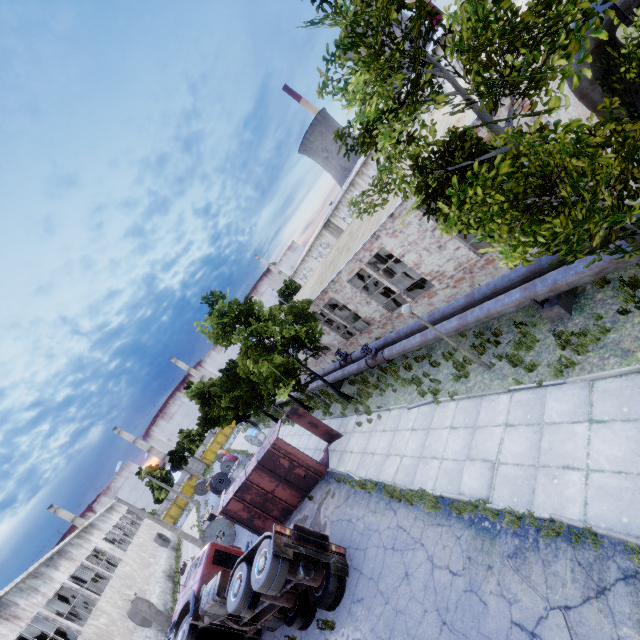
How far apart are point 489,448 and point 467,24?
8.9 meters

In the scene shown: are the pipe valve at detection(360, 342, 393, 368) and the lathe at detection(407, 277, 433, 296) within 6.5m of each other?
yes

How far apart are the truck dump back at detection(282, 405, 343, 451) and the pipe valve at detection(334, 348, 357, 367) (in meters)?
4.39

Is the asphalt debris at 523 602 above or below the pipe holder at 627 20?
below

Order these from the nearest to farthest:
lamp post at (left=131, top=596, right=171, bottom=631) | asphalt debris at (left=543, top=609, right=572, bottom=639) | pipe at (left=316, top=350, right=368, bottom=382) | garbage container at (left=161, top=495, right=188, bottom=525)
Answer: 1. asphalt debris at (left=543, top=609, right=572, bottom=639)
2. lamp post at (left=131, top=596, right=171, bottom=631)
3. pipe at (left=316, top=350, right=368, bottom=382)
4. garbage container at (left=161, top=495, right=188, bottom=525)

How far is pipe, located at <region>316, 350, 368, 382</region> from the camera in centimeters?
1745cm

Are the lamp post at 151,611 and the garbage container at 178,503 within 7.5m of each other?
no

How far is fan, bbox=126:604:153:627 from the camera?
21.0m
